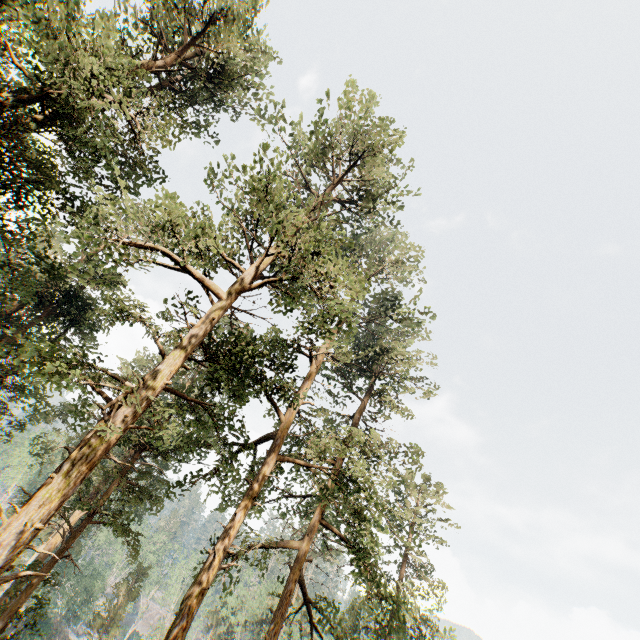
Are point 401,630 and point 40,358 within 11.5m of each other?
no
